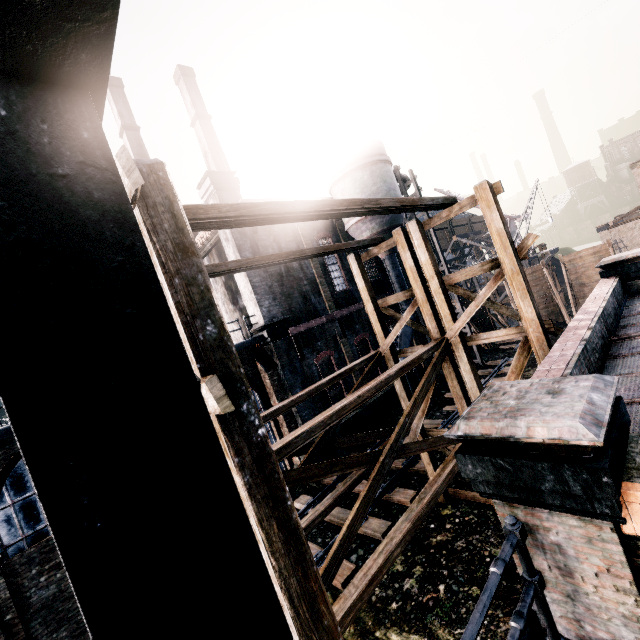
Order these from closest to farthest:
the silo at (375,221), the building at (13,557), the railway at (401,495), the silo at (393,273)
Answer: the building at (13,557), the railway at (401,495), the silo at (375,221), the silo at (393,273)

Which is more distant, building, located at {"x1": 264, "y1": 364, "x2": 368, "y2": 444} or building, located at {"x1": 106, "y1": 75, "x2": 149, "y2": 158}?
building, located at {"x1": 106, "y1": 75, "x2": 149, "y2": 158}

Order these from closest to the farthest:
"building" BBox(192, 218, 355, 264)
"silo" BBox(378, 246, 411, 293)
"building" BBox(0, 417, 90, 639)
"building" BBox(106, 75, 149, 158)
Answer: "building" BBox(0, 417, 90, 639) < "building" BBox(192, 218, 355, 264) < "silo" BBox(378, 246, 411, 293) < "building" BBox(106, 75, 149, 158)

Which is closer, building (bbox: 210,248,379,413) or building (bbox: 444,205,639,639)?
building (bbox: 444,205,639,639)

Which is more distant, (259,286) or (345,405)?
(259,286)

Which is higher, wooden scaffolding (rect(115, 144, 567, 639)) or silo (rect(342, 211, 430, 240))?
silo (rect(342, 211, 430, 240))

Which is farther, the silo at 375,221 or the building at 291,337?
the silo at 375,221

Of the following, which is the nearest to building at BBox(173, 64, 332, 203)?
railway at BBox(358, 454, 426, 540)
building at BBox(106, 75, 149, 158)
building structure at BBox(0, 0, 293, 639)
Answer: building structure at BBox(0, 0, 293, 639)
